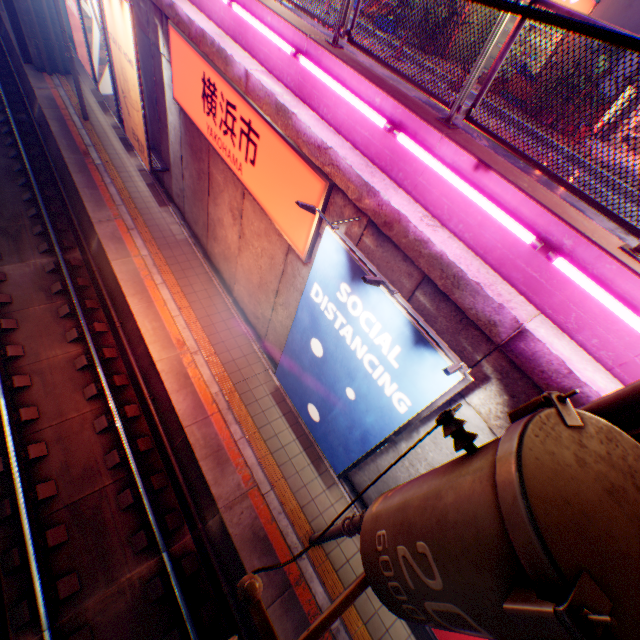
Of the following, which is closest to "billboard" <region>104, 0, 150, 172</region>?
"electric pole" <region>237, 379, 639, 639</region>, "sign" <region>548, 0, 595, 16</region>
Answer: "electric pole" <region>237, 379, 639, 639</region>

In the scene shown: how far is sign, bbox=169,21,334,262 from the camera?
5.41m

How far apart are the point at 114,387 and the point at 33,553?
3.7m

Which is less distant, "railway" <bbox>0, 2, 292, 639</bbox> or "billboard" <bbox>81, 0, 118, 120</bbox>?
"railway" <bbox>0, 2, 292, 639</bbox>

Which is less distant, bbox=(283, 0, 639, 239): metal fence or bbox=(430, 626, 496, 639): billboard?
bbox=(283, 0, 639, 239): metal fence

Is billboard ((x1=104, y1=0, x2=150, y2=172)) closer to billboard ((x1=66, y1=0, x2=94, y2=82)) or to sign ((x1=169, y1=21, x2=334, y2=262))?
sign ((x1=169, y1=21, x2=334, y2=262))

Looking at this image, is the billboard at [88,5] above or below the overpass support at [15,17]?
above

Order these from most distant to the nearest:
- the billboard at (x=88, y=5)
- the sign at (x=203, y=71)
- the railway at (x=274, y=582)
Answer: the billboard at (x=88, y=5)
the railway at (x=274, y=582)
the sign at (x=203, y=71)
